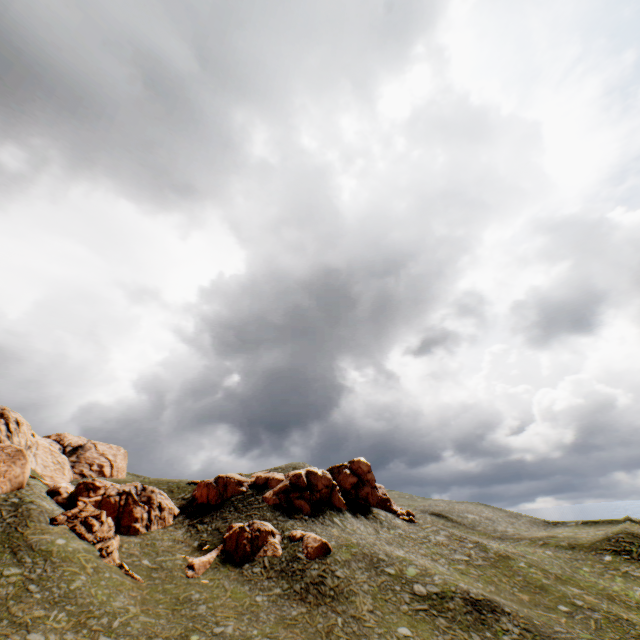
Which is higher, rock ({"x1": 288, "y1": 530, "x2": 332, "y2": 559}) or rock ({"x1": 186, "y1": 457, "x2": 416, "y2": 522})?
rock ({"x1": 186, "y1": 457, "x2": 416, "y2": 522})

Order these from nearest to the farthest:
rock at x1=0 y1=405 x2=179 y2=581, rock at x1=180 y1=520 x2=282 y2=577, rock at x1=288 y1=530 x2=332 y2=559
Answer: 1. rock at x1=0 y1=405 x2=179 y2=581
2. rock at x1=180 y1=520 x2=282 y2=577
3. rock at x1=288 y1=530 x2=332 y2=559

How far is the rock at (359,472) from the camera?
44.2 meters

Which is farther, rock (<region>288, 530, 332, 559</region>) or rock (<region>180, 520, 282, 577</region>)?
rock (<region>288, 530, 332, 559</region>)

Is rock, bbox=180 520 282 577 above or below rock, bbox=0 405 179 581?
below

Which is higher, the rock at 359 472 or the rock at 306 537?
Answer: the rock at 359 472

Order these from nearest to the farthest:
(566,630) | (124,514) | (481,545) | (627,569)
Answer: (566,630) → (124,514) → (627,569) → (481,545)
